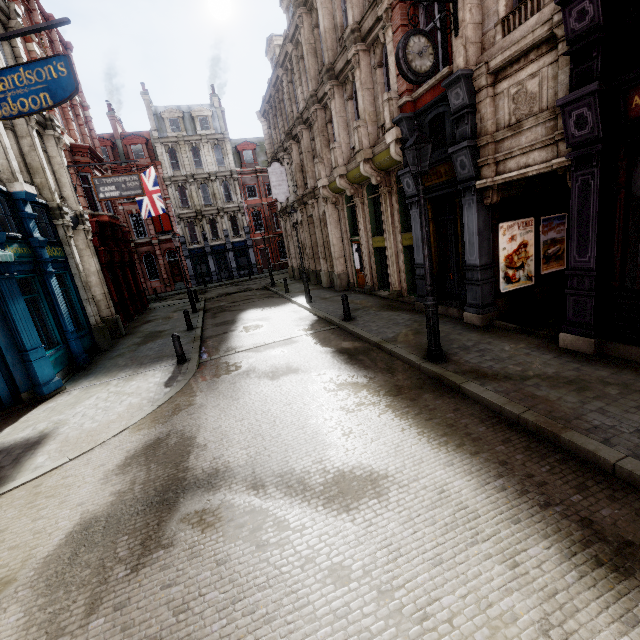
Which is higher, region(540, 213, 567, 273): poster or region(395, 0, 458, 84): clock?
region(395, 0, 458, 84): clock

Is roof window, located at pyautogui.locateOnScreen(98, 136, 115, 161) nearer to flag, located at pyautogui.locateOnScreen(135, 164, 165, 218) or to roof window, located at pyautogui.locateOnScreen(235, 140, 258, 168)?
roof window, located at pyautogui.locateOnScreen(235, 140, 258, 168)

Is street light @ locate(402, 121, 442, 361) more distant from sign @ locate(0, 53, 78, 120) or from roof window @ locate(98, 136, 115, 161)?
roof window @ locate(98, 136, 115, 161)

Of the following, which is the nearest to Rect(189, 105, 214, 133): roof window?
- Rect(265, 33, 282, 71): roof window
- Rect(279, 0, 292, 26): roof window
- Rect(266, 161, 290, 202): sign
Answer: Rect(265, 33, 282, 71): roof window

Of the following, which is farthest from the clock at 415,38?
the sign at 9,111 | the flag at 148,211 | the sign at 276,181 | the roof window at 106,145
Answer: the roof window at 106,145

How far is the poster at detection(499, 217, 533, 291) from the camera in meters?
8.8

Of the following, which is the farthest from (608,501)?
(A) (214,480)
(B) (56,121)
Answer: (B) (56,121)

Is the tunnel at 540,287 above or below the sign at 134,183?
below
